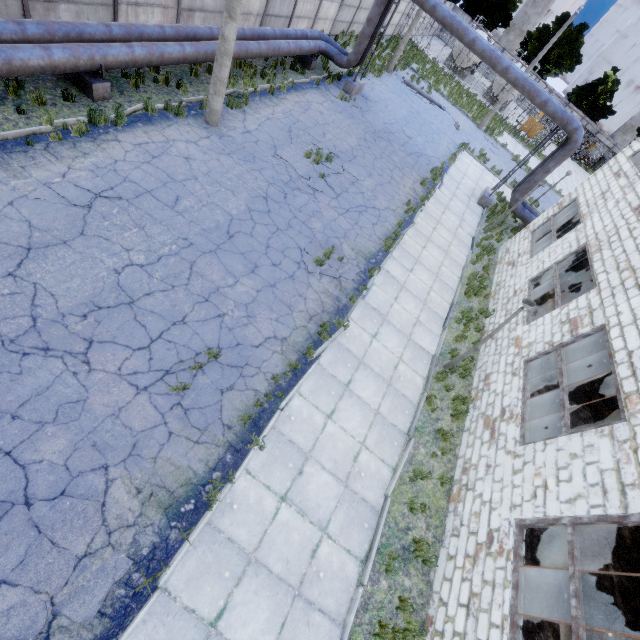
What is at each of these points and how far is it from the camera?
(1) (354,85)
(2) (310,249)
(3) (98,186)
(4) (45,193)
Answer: (1) pipe holder, 18.31m
(2) asphalt debris, 10.18m
(3) asphalt debris, 7.91m
(4) asphalt debris, 7.19m

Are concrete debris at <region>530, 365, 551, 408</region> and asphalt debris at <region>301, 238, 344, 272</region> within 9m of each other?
yes

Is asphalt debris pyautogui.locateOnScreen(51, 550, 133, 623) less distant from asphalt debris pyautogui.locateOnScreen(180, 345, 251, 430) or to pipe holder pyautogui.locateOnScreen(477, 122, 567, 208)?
asphalt debris pyautogui.locateOnScreen(180, 345, 251, 430)

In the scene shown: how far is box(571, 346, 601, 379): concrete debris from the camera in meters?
13.3

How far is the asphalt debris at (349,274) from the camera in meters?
10.0 m

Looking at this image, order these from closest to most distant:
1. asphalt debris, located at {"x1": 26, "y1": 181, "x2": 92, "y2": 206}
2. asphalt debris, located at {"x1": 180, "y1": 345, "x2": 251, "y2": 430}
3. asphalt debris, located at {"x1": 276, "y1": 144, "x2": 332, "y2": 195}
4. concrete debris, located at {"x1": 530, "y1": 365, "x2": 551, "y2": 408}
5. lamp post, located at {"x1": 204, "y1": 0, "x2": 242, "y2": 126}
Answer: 1. asphalt debris, located at {"x1": 180, "y1": 345, "x2": 251, "y2": 430}
2. asphalt debris, located at {"x1": 26, "y1": 181, "x2": 92, "y2": 206}
3. lamp post, located at {"x1": 204, "y1": 0, "x2": 242, "y2": 126}
4. concrete debris, located at {"x1": 530, "y1": 365, "x2": 551, "y2": 408}
5. asphalt debris, located at {"x1": 276, "y1": 144, "x2": 332, "y2": 195}

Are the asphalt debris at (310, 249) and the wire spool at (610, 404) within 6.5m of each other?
no
